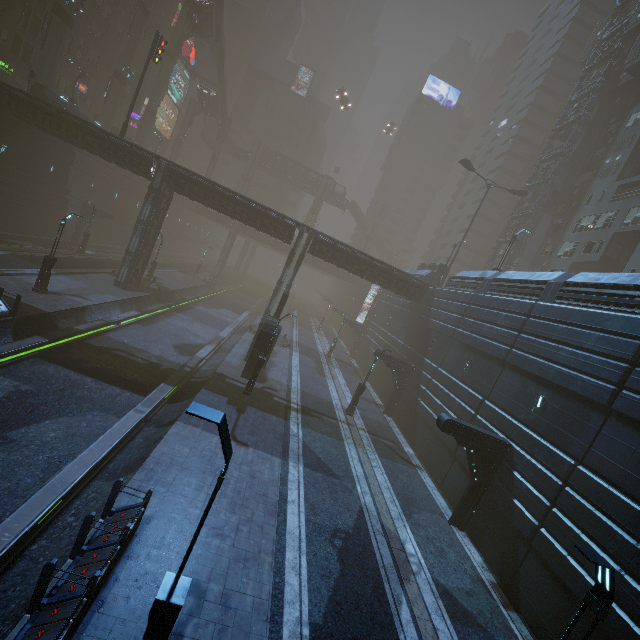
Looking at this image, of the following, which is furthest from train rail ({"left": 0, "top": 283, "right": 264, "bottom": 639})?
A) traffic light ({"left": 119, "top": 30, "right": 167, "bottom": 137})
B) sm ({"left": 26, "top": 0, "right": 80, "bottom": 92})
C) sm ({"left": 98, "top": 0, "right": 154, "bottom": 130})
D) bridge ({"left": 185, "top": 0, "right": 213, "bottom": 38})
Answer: bridge ({"left": 185, "top": 0, "right": 213, "bottom": 38})

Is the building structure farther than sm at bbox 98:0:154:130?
No

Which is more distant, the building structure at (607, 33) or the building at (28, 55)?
the building structure at (607, 33)

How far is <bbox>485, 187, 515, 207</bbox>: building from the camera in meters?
59.1

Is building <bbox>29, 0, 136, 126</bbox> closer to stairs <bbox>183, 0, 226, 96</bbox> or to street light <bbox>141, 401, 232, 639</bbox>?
street light <bbox>141, 401, 232, 639</bbox>

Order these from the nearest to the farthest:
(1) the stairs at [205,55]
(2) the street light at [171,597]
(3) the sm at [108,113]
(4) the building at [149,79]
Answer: (2) the street light at [171,597] < (3) the sm at [108,113] < (1) the stairs at [205,55] < (4) the building at [149,79]

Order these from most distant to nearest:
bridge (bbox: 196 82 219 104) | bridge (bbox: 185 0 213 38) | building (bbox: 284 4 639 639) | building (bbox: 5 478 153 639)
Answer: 1. bridge (bbox: 196 82 219 104)
2. bridge (bbox: 185 0 213 38)
3. building (bbox: 284 4 639 639)
4. building (bbox: 5 478 153 639)

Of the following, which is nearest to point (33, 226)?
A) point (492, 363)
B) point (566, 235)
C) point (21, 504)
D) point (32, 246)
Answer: point (32, 246)
